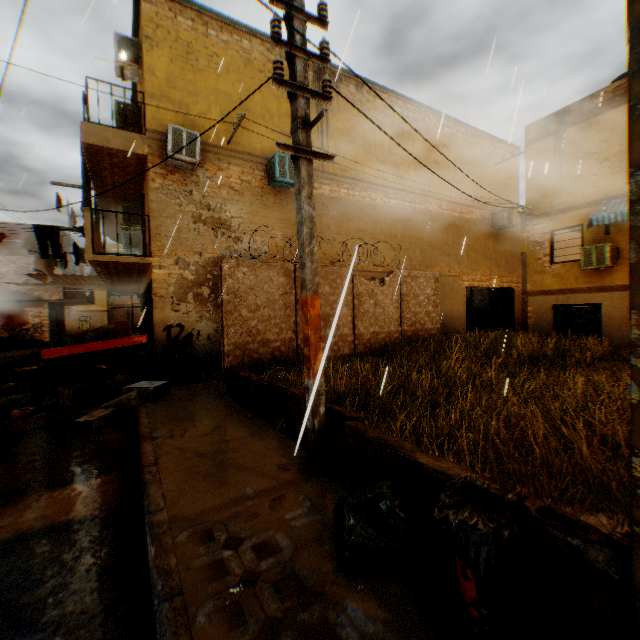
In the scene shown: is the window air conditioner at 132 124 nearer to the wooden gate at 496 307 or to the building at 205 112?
the building at 205 112

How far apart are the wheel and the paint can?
1.7 meters

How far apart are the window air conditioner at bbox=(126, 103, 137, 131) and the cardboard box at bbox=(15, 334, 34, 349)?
6.9m

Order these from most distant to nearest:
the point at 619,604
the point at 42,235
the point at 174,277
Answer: the point at 174,277
the point at 42,235
the point at 619,604

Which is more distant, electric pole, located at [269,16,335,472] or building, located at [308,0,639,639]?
electric pole, located at [269,16,335,472]

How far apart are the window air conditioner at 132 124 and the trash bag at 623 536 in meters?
13.6 m

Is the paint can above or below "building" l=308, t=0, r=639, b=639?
below

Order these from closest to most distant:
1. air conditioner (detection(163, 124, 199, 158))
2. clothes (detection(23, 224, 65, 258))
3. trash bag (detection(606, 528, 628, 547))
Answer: trash bag (detection(606, 528, 628, 547)) < clothes (detection(23, 224, 65, 258)) < air conditioner (detection(163, 124, 199, 158))
